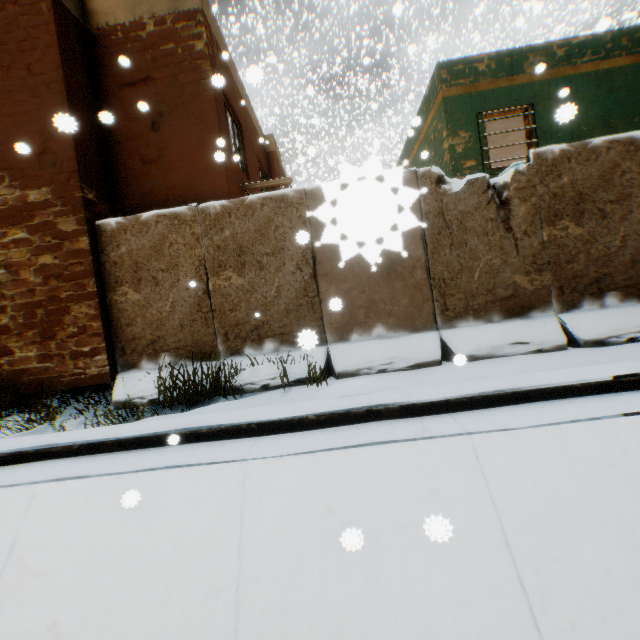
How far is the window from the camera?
7.60m

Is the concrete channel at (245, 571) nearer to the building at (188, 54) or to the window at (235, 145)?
the building at (188, 54)

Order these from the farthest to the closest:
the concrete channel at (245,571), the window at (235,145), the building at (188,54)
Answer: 1. the window at (235,145)
2. the building at (188,54)
3. the concrete channel at (245,571)

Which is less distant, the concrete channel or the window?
the concrete channel

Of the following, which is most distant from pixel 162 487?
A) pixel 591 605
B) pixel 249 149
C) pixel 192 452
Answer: pixel 249 149

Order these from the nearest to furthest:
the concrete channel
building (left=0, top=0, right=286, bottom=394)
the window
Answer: Result: the concrete channel → building (left=0, top=0, right=286, bottom=394) → the window

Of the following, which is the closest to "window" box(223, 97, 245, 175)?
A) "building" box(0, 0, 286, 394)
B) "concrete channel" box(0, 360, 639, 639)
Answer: "building" box(0, 0, 286, 394)
